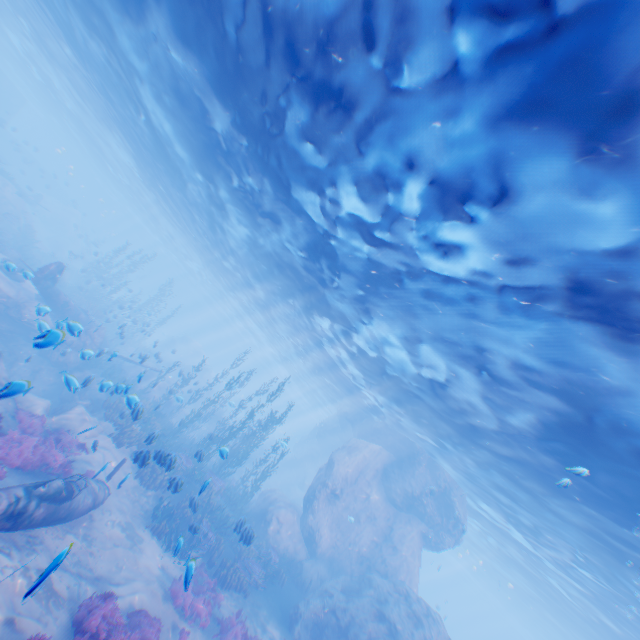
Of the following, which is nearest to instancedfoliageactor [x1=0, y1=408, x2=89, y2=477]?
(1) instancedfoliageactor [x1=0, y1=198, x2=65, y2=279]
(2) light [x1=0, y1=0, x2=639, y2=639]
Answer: (1) instancedfoliageactor [x1=0, y1=198, x2=65, y2=279]

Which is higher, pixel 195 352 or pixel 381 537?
pixel 381 537

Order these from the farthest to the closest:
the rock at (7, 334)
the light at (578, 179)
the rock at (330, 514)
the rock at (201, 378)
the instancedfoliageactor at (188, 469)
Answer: the rock at (201, 378) → the rock at (330, 514) → the instancedfoliageactor at (188, 469) → the rock at (7, 334) → the light at (578, 179)

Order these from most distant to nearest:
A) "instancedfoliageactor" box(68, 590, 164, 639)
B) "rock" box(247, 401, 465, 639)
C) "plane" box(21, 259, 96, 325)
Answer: "plane" box(21, 259, 96, 325), "rock" box(247, 401, 465, 639), "instancedfoliageactor" box(68, 590, 164, 639)

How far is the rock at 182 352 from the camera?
39.8m

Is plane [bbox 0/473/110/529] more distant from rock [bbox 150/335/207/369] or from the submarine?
the submarine

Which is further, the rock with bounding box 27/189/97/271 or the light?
the rock with bounding box 27/189/97/271

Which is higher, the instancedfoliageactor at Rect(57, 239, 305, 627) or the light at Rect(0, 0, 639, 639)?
the light at Rect(0, 0, 639, 639)
